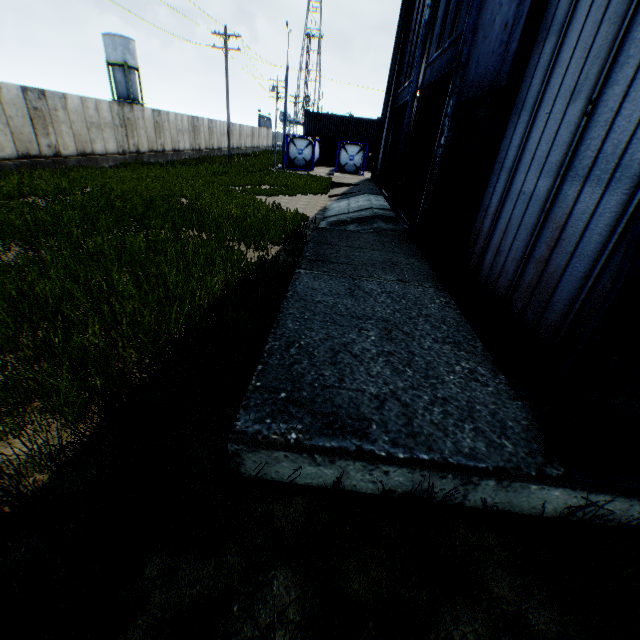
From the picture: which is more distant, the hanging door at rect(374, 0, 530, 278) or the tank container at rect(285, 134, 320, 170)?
the tank container at rect(285, 134, 320, 170)

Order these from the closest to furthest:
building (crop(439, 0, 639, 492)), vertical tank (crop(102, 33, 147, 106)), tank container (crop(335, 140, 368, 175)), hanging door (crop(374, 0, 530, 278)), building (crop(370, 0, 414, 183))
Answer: building (crop(439, 0, 639, 492))
hanging door (crop(374, 0, 530, 278))
building (crop(370, 0, 414, 183))
tank container (crop(335, 140, 368, 175))
vertical tank (crop(102, 33, 147, 106))

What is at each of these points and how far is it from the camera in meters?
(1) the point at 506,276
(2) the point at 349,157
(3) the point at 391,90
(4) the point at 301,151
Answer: (1) building, 5.0 m
(2) tank container, 31.9 m
(3) building, 22.7 m
(4) tank container, 32.0 m

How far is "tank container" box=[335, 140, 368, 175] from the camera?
31.5 meters

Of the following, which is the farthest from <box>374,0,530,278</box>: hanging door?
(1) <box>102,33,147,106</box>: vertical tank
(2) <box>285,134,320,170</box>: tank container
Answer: (1) <box>102,33,147,106</box>: vertical tank

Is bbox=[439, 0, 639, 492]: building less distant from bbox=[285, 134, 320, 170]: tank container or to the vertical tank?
bbox=[285, 134, 320, 170]: tank container

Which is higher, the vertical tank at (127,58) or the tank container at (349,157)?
the vertical tank at (127,58)

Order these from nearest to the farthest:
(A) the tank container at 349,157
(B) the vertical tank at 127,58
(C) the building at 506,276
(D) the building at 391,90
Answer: (C) the building at 506,276 → (D) the building at 391,90 → (A) the tank container at 349,157 → (B) the vertical tank at 127,58
